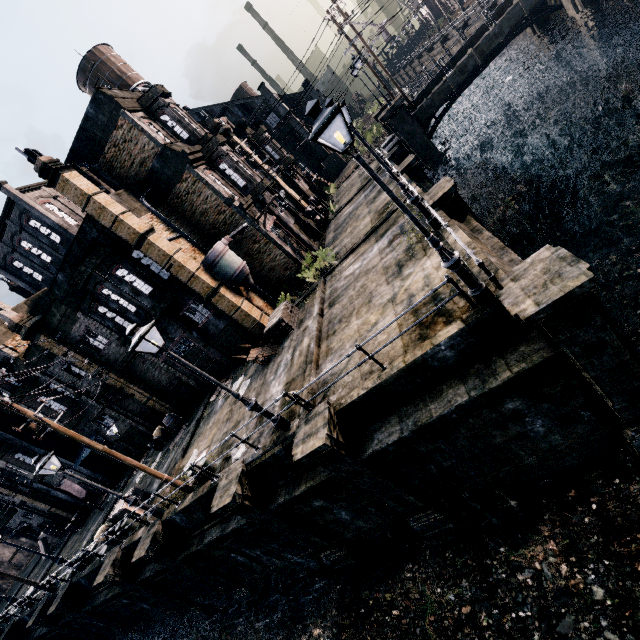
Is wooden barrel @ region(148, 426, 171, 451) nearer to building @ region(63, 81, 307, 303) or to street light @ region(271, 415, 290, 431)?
building @ region(63, 81, 307, 303)

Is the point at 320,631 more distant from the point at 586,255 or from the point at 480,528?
the point at 586,255

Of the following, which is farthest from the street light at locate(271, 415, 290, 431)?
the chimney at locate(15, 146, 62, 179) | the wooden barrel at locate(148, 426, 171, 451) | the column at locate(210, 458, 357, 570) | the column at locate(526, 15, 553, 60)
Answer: the column at locate(526, 15, 553, 60)

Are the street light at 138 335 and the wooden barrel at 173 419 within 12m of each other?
no

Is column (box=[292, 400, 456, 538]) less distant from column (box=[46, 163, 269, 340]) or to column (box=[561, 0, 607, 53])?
column (box=[46, 163, 269, 340])

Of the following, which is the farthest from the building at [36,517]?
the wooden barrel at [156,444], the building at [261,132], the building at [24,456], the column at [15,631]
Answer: the wooden barrel at [156,444]

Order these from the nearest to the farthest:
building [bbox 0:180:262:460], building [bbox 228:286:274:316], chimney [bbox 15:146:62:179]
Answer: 1. chimney [bbox 15:146:62:179]
2. building [bbox 0:180:262:460]
3. building [bbox 228:286:274:316]

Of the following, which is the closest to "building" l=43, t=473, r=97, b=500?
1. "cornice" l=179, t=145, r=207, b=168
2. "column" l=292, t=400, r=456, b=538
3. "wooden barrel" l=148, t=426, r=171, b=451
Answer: "wooden barrel" l=148, t=426, r=171, b=451
